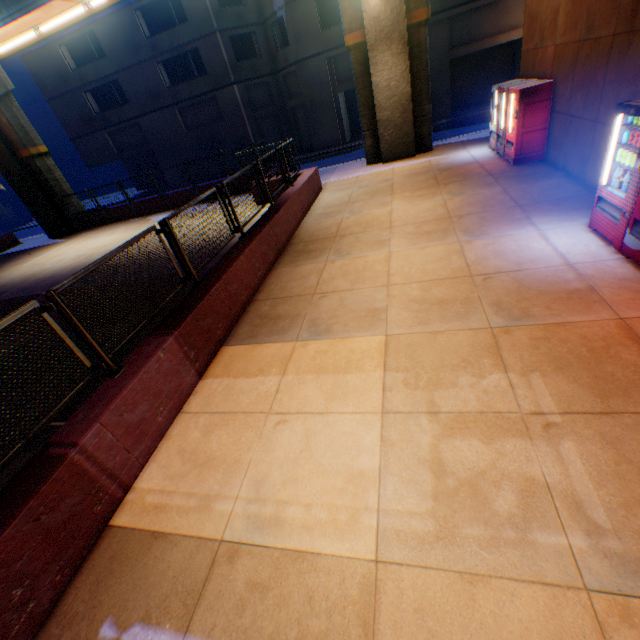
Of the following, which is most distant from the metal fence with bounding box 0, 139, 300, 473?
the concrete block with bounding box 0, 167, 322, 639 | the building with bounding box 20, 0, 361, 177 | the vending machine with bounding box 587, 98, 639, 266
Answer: the building with bounding box 20, 0, 361, 177

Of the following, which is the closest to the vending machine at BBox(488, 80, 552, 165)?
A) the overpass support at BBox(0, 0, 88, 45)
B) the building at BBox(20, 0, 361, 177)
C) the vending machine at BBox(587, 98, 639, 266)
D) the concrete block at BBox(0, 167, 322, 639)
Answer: the overpass support at BBox(0, 0, 88, 45)

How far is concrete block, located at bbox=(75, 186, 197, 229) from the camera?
18.6 meters

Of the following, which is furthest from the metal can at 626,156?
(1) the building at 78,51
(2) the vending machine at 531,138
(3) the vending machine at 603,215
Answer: (1) the building at 78,51

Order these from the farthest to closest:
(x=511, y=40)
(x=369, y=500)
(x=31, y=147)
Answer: (x=511, y=40)
(x=31, y=147)
(x=369, y=500)

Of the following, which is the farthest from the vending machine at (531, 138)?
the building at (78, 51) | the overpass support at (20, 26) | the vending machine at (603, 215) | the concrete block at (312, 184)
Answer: the building at (78, 51)

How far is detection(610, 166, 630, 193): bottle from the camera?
5.2m

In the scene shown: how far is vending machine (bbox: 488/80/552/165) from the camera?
9.1 meters
